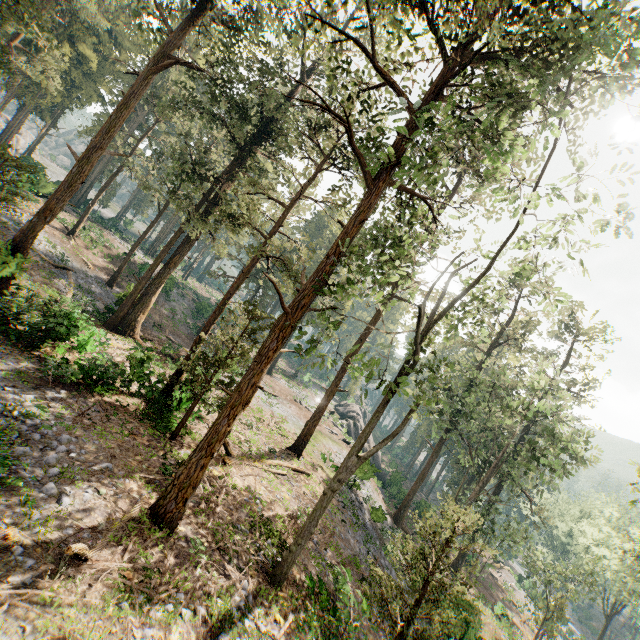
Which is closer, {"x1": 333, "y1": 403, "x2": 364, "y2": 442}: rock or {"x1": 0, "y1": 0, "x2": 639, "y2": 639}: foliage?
{"x1": 0, "y1": 0, "x2": 639, "y2": 639}: foliage

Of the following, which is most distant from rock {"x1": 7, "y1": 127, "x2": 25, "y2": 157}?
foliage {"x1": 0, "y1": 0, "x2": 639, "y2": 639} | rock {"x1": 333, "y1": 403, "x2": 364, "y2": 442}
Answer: rock {"x1": 333, "y1": 403, "x2": 364, "y2": 442}

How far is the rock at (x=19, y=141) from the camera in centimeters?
4878cm

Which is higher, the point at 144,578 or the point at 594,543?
the point at 594,543

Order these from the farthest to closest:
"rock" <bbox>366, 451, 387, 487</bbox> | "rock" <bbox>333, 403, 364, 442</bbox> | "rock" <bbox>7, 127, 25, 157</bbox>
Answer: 1. "rock" <bbox>7, 127, 25, 157</bbox>
2. "rock" <bbox>333, 403, 364, 442</bbox>
3. "rock" <bbox>366, 451, 387, 487</bbox>

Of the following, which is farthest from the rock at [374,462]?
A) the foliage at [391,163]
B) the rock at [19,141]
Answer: the rock at [19,141]
